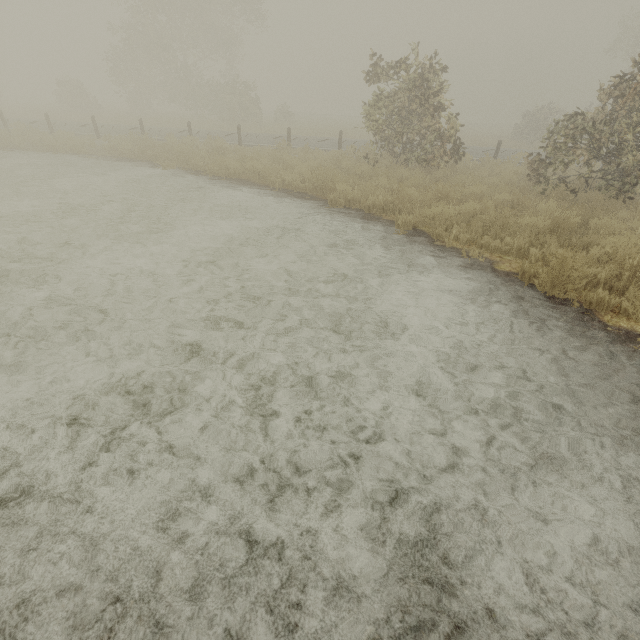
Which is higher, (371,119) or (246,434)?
(371,119)
